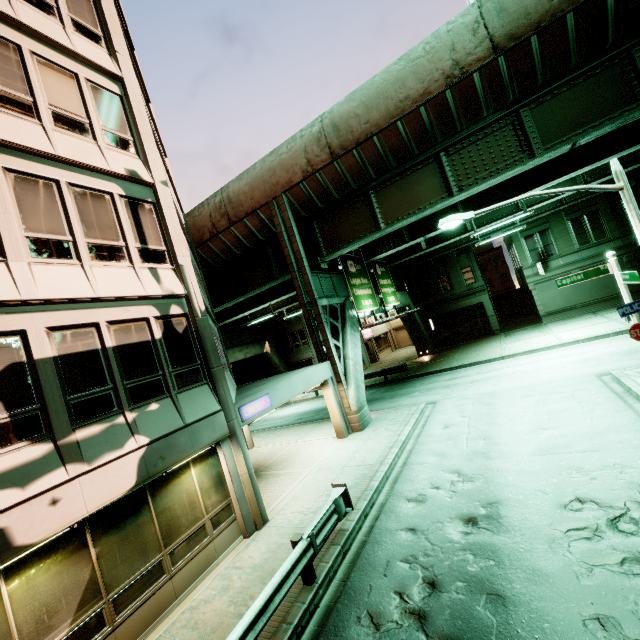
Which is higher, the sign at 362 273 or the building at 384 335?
the sign at 362 273

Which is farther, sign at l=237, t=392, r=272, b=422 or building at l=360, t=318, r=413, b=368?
building at l=360, t=318, r=413, b=368

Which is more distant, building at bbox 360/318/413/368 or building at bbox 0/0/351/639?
building at bbox 360/318/413/368

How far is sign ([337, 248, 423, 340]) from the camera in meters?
18.8 m

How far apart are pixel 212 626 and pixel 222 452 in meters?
3.9

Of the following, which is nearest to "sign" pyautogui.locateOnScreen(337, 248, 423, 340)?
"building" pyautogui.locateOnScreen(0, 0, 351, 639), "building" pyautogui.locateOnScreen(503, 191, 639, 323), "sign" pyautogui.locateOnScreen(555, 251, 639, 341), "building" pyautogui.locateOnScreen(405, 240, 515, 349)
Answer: "building" pyautogui.locateOnScreen(0, 0, 351, 639)

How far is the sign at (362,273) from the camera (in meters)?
18.84

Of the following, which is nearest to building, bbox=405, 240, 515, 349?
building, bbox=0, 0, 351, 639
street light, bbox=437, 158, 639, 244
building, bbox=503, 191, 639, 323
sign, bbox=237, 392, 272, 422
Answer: building, bbox=503, 191, 639, 323
